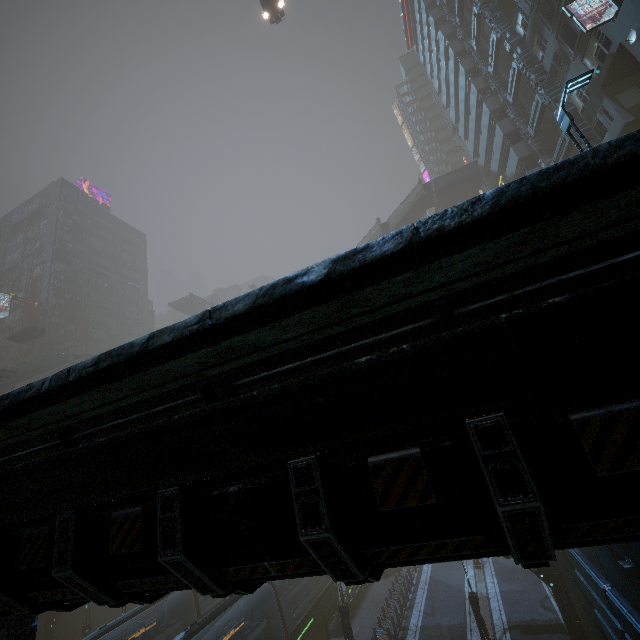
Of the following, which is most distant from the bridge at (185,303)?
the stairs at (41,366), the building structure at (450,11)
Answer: the building structure at (450,11)

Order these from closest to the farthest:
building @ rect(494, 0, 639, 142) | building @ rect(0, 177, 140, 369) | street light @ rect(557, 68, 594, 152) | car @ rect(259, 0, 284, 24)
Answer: street light @ rect(557, 68, 594, 152), building @ rect(494, 0, 639, 142), car @ rect(259, 0, 284, 24), building @ rect(0, 177, 140, 369)

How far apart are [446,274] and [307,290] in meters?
1.0 m

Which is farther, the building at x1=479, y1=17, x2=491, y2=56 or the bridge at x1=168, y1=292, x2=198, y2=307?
the bridge at x1=168, y1=292, x2=198, y2=307

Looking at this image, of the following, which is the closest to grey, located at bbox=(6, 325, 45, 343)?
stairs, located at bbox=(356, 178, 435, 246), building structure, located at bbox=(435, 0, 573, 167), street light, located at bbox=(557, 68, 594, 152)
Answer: stairs, located at bbox=(356, 178, 435, 246)

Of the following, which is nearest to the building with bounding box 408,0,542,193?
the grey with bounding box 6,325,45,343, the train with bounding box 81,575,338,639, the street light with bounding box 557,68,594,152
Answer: the train with bounding box 81,575,338,639

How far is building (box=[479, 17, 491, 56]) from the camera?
30.72m

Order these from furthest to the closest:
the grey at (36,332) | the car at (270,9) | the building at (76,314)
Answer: the building at (76,314) < the grey at (36,332) < the car at (270,9)
